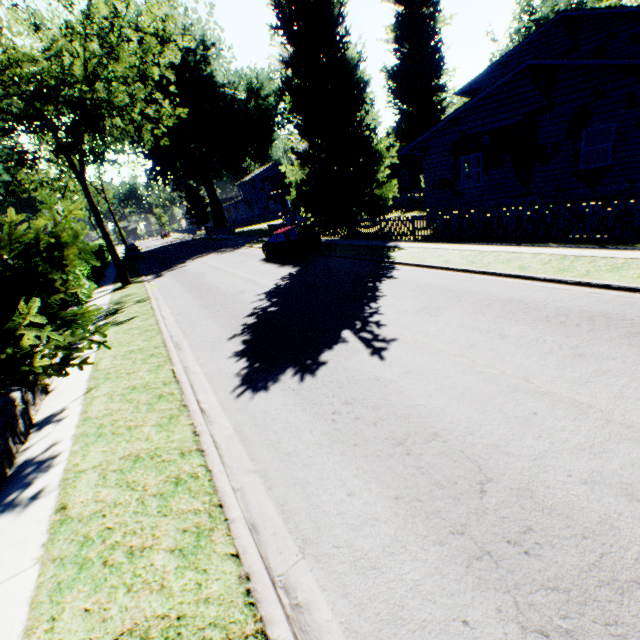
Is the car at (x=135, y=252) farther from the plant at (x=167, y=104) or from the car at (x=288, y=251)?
the car at (x=288, y=251)

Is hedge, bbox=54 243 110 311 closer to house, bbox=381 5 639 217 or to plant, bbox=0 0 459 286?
plant, bbox=0 0 459 286

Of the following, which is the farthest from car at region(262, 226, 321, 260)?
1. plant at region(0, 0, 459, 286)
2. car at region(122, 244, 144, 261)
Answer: car at region(122, 244, 144, 261)

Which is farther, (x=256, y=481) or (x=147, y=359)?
(x=147, y=359)

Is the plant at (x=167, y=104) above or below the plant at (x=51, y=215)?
above

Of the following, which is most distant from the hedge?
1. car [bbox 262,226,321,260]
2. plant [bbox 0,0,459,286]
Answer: car [bbox 262,226,321,260]

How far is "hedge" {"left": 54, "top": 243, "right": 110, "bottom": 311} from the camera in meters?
14.0 m

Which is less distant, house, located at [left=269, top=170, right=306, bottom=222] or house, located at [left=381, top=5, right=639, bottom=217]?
house, located at [left=381, top=5, right=639, bottom=217]
